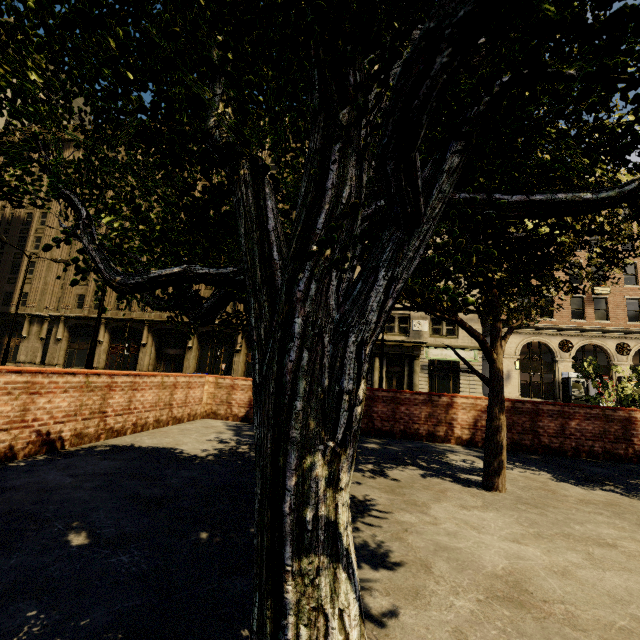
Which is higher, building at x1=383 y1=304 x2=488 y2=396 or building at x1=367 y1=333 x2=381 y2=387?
building at x1=383 y1=304 x2=488 y2=396

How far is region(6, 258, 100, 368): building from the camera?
33.6 meters

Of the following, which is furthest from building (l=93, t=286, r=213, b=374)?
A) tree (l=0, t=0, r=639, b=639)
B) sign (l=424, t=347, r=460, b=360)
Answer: tree (l=0, t=0, r=639, b=639)

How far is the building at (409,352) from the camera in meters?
26.4

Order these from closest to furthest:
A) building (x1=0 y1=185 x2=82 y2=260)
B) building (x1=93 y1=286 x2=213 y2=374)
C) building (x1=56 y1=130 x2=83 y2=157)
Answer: building (x1=93 y1=286 x2=213 y2=374) → building (x1=0 y1=185 x2=82 y2=260) → building (x1=56 y1=130 x2=83 y2=157)

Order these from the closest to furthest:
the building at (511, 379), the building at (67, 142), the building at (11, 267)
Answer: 1. the building at (511, 379)
2. the building at (11, 267)
3. the building at (67, 142)

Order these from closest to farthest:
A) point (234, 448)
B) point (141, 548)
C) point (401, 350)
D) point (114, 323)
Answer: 1. point (141, 548)
2. point (234, 448)
3. point (401, 350)
4. point (114, 323)
